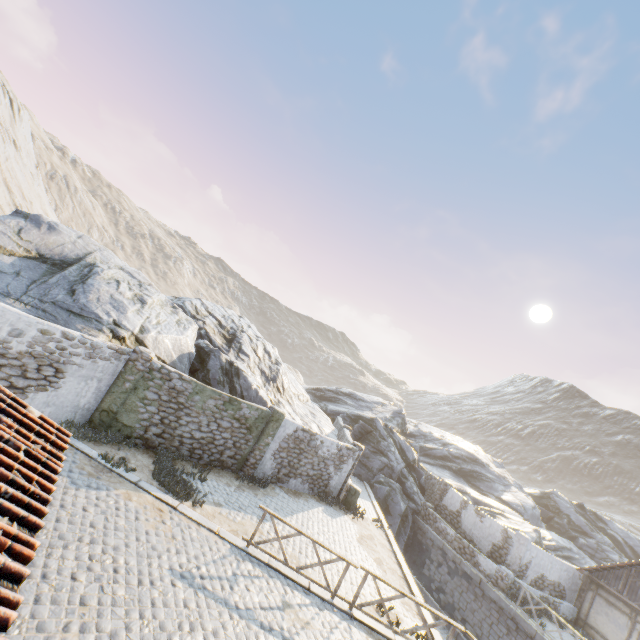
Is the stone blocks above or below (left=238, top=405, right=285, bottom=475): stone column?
below

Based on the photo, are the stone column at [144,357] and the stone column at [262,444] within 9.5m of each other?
yes

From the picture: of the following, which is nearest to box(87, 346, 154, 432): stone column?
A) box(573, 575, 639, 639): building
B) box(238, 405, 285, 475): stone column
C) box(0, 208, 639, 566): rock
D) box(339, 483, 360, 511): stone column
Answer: box(0, 208, 639, 566): rock

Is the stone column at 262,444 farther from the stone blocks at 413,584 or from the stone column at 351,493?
the stone column at 351,493

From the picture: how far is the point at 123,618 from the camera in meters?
5.8

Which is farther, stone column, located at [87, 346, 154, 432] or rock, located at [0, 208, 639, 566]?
rock, located at [0, 208, 639, 566]

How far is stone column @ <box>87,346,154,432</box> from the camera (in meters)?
11.12

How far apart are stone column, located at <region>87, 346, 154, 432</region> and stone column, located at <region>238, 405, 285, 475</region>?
5.5m
